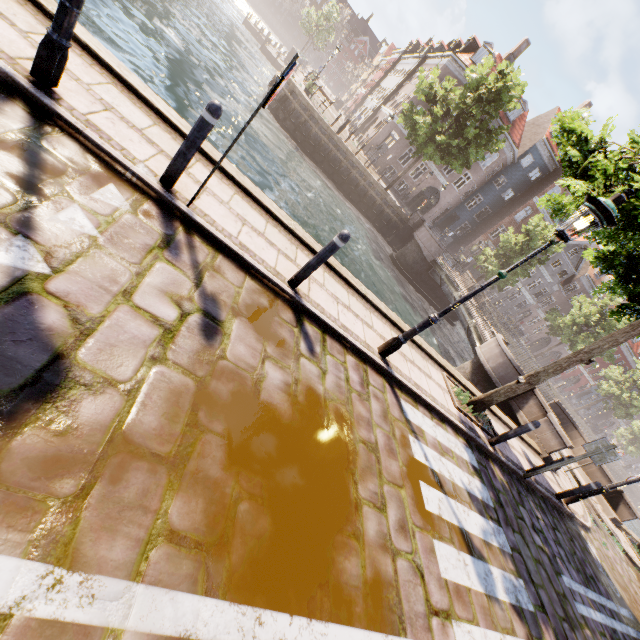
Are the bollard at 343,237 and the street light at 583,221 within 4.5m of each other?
yes

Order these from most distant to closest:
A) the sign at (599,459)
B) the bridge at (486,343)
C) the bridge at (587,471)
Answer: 1. the bridge at (587,471)
2. the bridge at (486,343)
3. the sign at (599,459)

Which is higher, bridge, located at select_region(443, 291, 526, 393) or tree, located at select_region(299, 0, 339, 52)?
tree, located at select_region(299, 0, 339, 52)

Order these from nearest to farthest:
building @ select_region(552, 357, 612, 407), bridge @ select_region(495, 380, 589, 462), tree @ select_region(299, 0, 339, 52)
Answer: bridge @ select_region(495, 380, 589, 462) < tree @ select_region(299, 0, 339, 52) < building @ select_region(552, 357, 612, 407)

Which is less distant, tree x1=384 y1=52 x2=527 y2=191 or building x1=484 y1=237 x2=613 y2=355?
tree x1=384 y1=52 x2=527 y2=191

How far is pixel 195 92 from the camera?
13.8 meters

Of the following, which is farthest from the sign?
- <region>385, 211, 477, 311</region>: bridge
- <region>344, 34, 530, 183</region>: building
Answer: <region>344, 34, 530, 183</region>: building

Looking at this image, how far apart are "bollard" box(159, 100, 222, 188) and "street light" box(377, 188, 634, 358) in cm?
392
